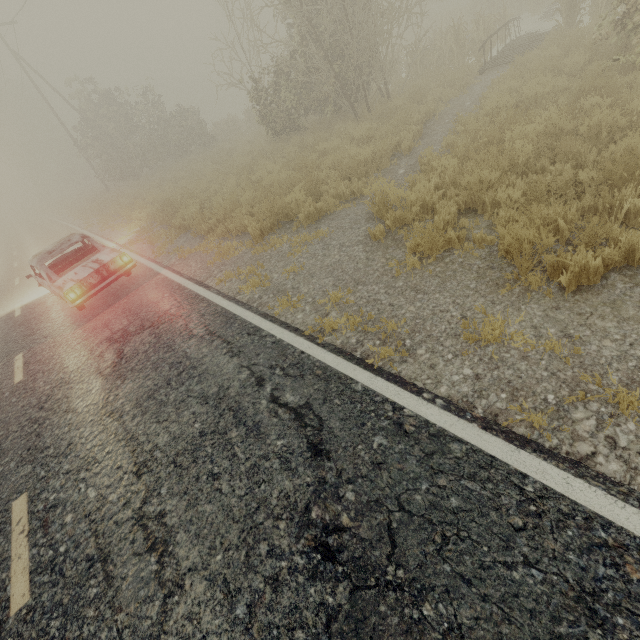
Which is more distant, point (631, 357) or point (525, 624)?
point (631, 357)

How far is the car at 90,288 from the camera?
7.23m

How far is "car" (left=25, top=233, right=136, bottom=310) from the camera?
7.23m
